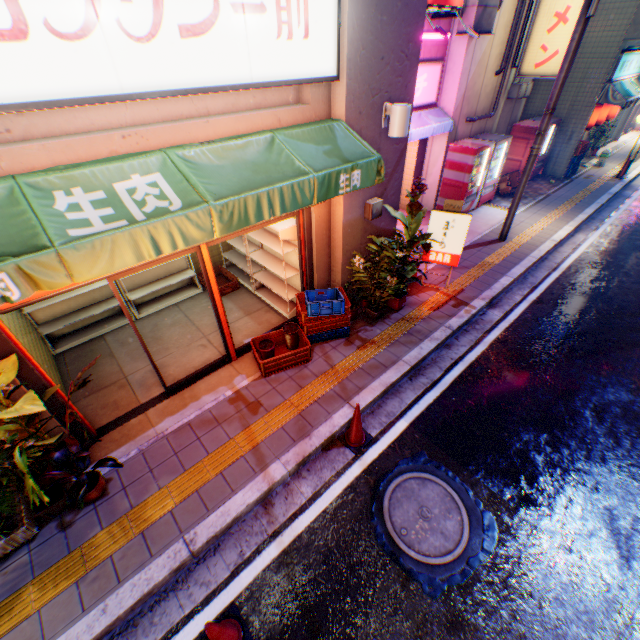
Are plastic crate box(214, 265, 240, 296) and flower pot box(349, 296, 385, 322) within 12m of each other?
yes

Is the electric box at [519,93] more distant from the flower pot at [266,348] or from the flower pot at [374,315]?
the flower pot at [266,348]

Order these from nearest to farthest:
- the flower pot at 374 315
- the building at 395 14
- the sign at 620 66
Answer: the building at 395 14 < the flower pot at 374 315 < the sign at 620 66

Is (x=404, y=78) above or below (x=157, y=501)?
above

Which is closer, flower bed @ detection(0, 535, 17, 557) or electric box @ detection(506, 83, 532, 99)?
flower bed @ detection(0, 535, 17, 557)

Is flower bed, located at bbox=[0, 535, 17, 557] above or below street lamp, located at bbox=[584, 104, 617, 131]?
below

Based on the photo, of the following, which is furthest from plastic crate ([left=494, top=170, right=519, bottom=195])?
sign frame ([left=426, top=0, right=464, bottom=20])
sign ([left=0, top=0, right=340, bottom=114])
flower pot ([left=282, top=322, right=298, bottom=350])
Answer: flower pot ([left=282, top=322, right=298, bottom=350])

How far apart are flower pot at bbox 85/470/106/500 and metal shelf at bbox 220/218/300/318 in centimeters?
393cm
